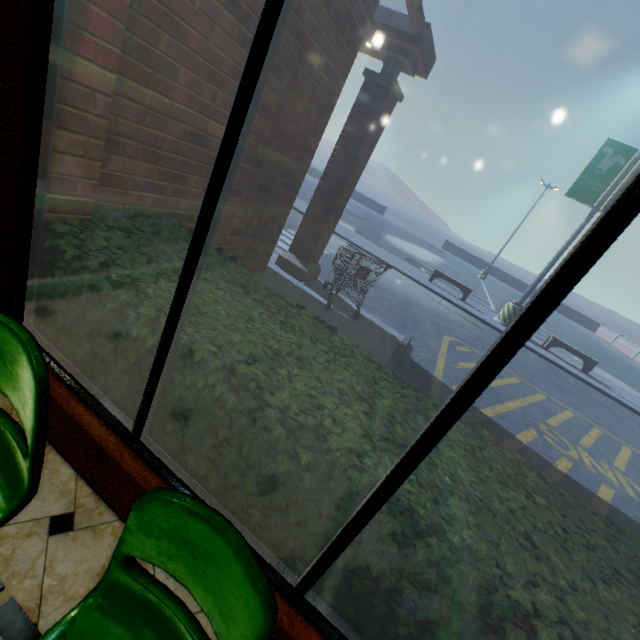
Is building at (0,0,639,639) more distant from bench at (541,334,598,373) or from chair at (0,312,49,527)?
bench at (541,334,598,373)

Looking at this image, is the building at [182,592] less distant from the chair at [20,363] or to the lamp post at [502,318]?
the chair at [20,363]

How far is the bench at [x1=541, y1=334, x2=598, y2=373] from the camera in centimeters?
1231cm

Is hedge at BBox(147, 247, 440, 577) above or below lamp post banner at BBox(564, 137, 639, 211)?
below

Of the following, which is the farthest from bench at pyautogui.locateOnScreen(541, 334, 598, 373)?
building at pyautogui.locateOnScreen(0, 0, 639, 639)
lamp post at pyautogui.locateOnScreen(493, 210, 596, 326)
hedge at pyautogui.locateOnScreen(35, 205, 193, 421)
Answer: hedge at pyautogui.locateOnScreen(35, 205, 193, 421)

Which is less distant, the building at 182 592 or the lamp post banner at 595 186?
the building at 182 592

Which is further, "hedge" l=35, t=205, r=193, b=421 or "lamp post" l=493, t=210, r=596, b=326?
"lamp post" l=493, t=210, r=596, b=326

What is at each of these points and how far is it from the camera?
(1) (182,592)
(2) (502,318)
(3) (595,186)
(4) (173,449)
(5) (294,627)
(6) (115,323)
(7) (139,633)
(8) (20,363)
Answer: (1) building, 1.58m
(2) lamp post, 13.13m
(3) lamp post banner, 11.36m
(4) hedge, 1.75m
(5) building, 1.37m
(6) hedge, 1.71m
(7) chair, 1.01m
(8) chair, 1.05m
